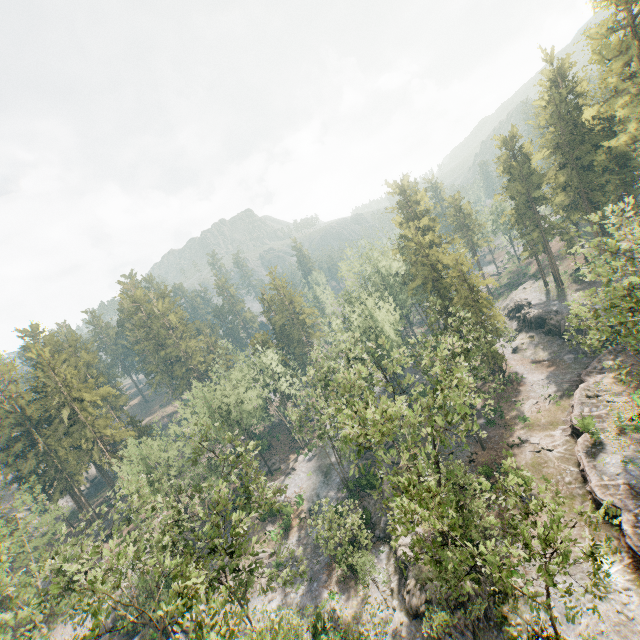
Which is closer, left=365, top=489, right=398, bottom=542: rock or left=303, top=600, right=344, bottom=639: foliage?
left=303, top=600, right=344, bottom=639: foliage

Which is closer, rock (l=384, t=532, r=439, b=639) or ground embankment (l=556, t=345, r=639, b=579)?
ground embankment (l=556, t=345, r=639, b=579)

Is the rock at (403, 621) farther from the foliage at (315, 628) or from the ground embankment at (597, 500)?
the ground embankment at (597, 500)

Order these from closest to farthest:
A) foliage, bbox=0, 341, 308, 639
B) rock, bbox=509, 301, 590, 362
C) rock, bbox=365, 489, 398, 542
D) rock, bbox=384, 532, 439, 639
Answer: foliage, bbox=0, 341, 308, 639
rock, bbox=384, 532, 439, 639
rock, bbox=365, 489, 398, 542
rock, bbox=509, 301, 590, 362

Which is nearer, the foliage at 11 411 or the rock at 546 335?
the foliage at 11 411

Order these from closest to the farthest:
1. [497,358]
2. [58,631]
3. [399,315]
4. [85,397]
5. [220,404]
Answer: [58,631], [497,358], [85,397], [220,404], [399,315]

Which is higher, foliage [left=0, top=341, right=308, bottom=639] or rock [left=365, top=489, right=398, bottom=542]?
foliage [left=0, top=341, right=308, bottom=639]

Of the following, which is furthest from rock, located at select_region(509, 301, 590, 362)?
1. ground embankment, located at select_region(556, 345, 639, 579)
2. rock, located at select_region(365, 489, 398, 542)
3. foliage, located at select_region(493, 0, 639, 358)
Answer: rock, located at select_region(365, 489, 398, 542)
